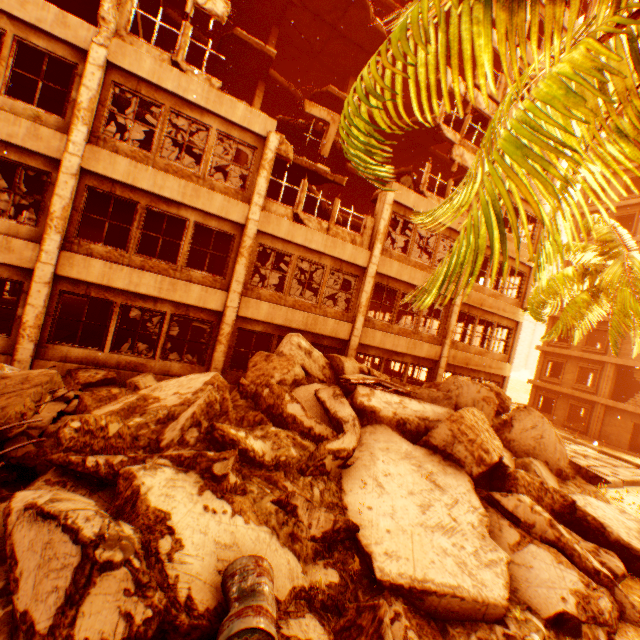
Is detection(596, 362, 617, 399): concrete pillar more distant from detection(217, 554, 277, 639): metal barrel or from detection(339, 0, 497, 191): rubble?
detection(217, 554, 277, 639): metal barrel

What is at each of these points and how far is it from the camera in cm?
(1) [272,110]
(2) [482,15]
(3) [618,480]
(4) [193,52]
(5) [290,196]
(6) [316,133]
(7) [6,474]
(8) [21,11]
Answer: (1) floor rubble, 1962
(2) rubble, 257
(3) concrete curb, 1238
(4) floor rubble, 1642
(5) floor rubble, 1567
(6) floor rubble, 1439
(7) concrete curb, 457
(8) wall corner piece, 795

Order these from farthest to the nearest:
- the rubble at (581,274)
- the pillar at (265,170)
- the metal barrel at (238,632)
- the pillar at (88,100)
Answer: the pillar at (265,170)
the pillar at (88,100)
the metal barrel at (238,632)
the rubble at (581,274)

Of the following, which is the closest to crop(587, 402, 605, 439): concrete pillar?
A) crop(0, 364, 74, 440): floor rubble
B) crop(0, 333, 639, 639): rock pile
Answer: crop(0, 333, 639, 639): rock pile

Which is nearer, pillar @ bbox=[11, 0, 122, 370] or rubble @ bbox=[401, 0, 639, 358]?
rubble @ bbox=[401, 0, 639, 358]

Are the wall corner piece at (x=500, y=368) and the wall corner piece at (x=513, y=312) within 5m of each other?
yes

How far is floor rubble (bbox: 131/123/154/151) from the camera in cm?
1260

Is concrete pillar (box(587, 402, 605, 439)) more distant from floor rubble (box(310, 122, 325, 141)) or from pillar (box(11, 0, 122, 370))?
pillar (box(11, 0, 122, 370))
